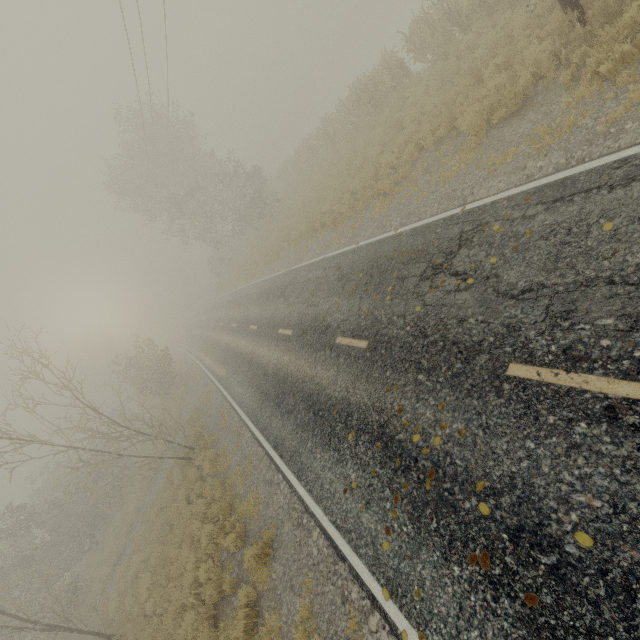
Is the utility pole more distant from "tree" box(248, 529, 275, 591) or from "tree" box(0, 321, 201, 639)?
"tree" box(248, 529, 275, 591)

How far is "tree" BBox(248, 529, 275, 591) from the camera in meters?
7.1

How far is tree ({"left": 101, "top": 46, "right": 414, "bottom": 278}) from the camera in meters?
17.8

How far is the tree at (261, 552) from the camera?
7.1m

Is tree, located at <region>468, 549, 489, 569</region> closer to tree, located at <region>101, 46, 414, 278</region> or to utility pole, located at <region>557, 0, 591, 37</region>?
utility pole, located at <region>557, 0, 591, 37</region>

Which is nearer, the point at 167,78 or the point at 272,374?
the point at 272,374

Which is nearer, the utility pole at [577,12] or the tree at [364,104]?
the utility pole at [577,12]

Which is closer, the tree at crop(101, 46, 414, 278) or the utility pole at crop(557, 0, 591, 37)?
the utility pole at crop(557, 0, 591, 37)
